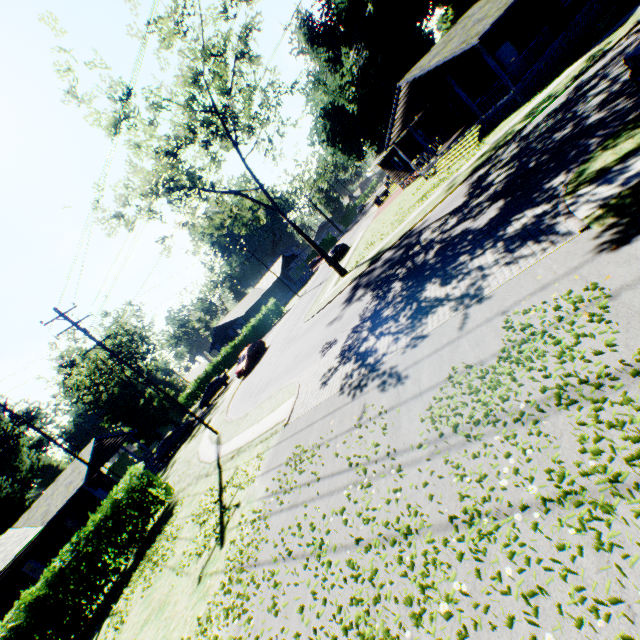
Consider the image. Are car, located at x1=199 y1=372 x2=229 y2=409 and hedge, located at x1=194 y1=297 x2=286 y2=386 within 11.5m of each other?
yes

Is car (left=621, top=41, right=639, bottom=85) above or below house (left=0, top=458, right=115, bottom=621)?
below

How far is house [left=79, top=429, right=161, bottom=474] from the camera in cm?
2923

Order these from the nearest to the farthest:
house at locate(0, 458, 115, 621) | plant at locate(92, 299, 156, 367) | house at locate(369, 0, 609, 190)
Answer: house at locate(369, 0, 609, 190) < house at locate(0, 458, 115, 621) < plant at locate(92, 299, 156, 367)

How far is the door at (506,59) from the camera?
21.3m

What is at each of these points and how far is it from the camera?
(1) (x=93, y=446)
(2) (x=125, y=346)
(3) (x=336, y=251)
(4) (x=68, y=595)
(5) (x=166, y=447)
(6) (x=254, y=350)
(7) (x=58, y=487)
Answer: (1) house, 29.48m
(2) plant, 44.44m
(3) car, 37.62m
(4) hedge, 13.02m
(5) car, 31.44m
(6) car, 32.00m
(7) house, 28.45m

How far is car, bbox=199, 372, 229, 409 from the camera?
37.6m

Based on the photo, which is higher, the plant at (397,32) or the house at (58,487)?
the plant at (397,32)
